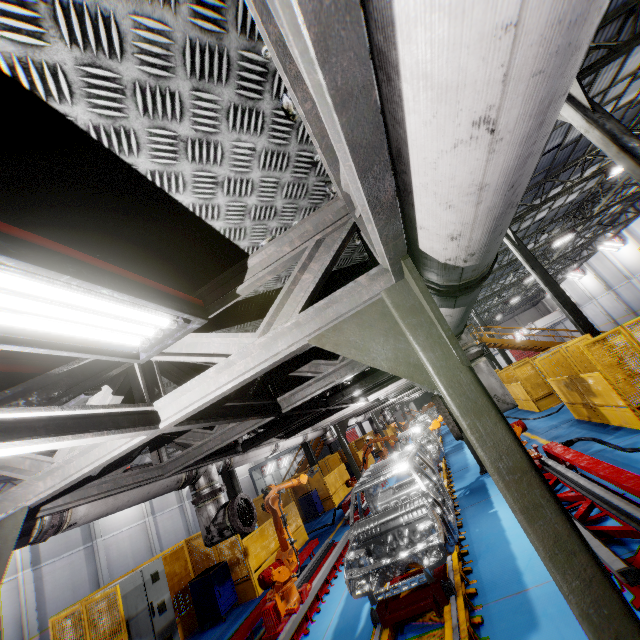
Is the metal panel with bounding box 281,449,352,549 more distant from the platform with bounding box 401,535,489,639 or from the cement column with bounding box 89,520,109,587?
the cement column with bounding box 89,520,109,587

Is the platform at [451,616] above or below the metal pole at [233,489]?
below

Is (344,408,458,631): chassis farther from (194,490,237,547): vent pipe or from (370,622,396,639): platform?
(194,490,237,547): vent pipe

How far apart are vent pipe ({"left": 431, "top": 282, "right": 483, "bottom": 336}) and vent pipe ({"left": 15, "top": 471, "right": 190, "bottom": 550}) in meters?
3.7 m

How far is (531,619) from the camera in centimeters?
386cm

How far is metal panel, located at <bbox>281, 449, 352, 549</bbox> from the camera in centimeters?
1276cm

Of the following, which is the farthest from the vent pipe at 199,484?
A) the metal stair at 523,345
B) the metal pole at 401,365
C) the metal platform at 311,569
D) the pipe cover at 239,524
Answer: the metal stair at 523,345
